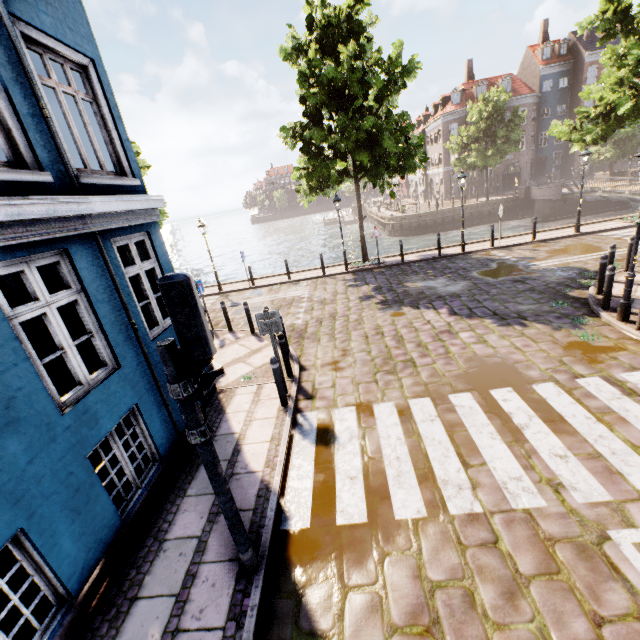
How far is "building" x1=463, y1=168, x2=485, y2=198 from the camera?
43.3m

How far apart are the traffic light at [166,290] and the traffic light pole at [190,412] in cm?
2

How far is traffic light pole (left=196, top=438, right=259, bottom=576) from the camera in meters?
3.1

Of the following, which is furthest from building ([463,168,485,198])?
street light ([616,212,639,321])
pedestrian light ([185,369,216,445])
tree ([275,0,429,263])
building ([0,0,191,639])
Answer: pedestrian light ([185,369,216,445])

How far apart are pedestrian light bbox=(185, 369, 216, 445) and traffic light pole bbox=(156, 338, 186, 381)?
0.13m

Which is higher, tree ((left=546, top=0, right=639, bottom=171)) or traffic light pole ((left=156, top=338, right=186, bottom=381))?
tree ((left=546, top=0, right=639, bottom=171))

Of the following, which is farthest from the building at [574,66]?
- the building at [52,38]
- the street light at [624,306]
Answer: the street light at [624,306]

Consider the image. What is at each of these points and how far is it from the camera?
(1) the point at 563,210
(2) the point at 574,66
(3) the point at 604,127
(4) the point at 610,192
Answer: (1) bridge, 31.06m
(2) building, 40.06m
(3) tree, 14.24m
(4) bridge, 24.83m
